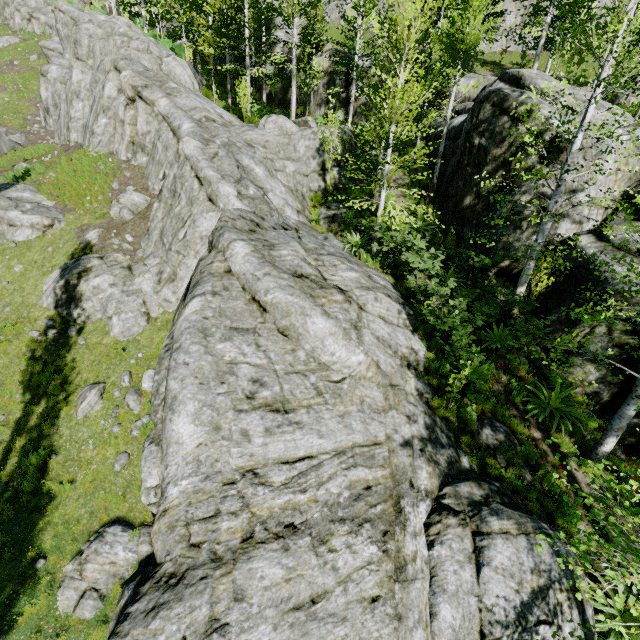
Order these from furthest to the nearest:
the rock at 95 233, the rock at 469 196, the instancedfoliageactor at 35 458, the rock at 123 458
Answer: the rock at 95 233 → the rock at 469 196 → the rock at 123 458 → the instancedfoliageactor at 35 458

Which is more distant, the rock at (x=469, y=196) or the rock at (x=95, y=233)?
the rock at (x=95, y=233)

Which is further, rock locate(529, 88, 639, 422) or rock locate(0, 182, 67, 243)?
rock locate(0, 182, 67, 243)

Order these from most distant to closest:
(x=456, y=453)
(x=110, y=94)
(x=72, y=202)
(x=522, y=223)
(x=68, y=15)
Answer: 1. (x=68, y=15)
2. (x=110, y=94)
3. (x=72, y=202)
4. (x=522, y=223)
5. (x=456, y=453)

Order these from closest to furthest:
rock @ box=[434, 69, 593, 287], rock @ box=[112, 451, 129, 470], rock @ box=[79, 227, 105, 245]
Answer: rock @ box=[112, 451, 129, 470] < rock @ box=[434, 69, 593, 287] < rock @ box=[79, 227, 105, 245]

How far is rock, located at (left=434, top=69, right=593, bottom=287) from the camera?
11.9m

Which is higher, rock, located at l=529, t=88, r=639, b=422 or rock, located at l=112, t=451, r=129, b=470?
rock, located at l=529, t=88, r=639, b=422
